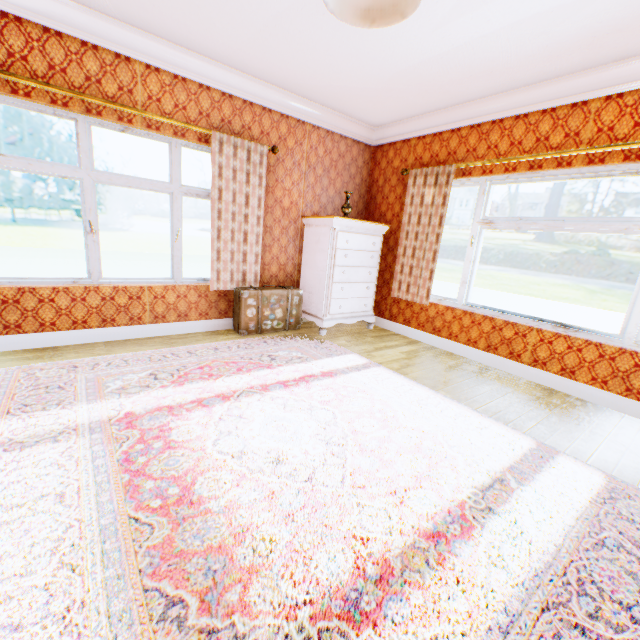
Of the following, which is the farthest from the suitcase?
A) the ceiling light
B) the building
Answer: the ceiling light

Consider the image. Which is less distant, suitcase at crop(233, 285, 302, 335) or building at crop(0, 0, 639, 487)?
building at crop(0, 0, 639, 487)

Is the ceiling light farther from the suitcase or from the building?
the suitcase

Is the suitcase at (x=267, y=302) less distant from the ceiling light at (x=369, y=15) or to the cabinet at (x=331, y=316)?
the cabinet at (x=331, y=316)

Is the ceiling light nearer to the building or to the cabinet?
the building

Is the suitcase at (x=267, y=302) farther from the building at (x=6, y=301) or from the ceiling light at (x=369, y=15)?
the ceiling light at (x=369, y=15)

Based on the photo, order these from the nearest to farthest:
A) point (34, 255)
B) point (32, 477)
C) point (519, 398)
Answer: point (32, 477) < point (519, 398) < point (34, 255)

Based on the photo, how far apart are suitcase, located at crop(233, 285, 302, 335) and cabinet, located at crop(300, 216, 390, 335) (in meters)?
0.21
